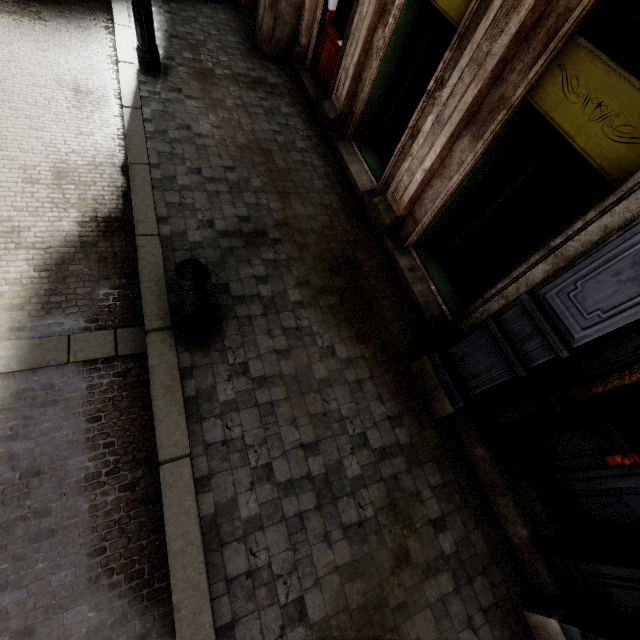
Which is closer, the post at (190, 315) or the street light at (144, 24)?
the post at (190, 315)

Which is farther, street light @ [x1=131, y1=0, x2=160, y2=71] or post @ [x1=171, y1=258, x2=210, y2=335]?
street light @ [x1=131, y1=0, x2=160, y2=71]

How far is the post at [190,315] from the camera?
2.54m

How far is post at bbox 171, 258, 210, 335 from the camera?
2.54m

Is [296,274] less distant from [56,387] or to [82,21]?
[56,387]
